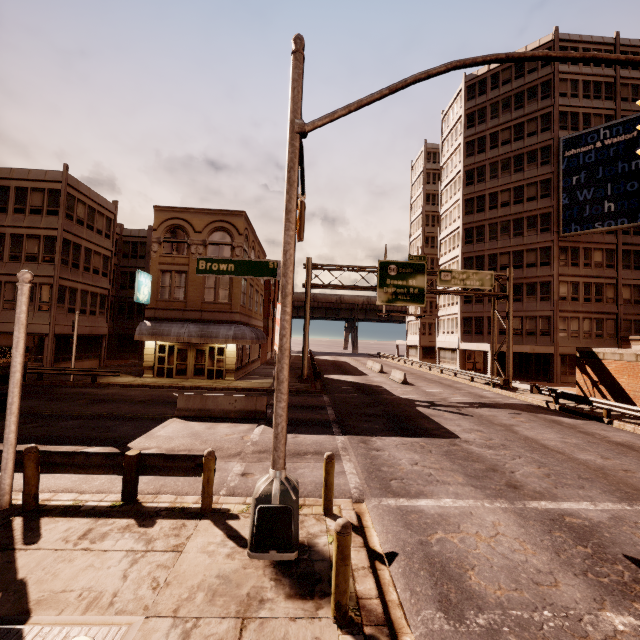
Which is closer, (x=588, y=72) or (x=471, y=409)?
(x=471, y=409)

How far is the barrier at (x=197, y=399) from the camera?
14.3 meters

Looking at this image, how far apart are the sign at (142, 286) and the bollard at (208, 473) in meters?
19.9 m

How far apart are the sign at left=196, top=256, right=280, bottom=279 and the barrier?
9.78m

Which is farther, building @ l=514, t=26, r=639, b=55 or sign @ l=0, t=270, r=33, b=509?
building @ l=514, t=26, r=639, b=55

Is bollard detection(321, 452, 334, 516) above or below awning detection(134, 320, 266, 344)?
below

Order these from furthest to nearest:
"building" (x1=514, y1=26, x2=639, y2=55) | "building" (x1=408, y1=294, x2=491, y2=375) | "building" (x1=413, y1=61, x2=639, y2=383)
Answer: "building" (x1=408, y1=294, x2=491, y2=375), "building" (x1=514, y1=26, x2=639, y2=55), "building" (x1=413, y1=61, x2=639, y2=383)

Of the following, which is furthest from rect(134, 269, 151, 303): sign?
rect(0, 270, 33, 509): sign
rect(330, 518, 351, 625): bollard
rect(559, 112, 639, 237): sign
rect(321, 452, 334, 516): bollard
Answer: rect(559, 112, 639, 237): sign
